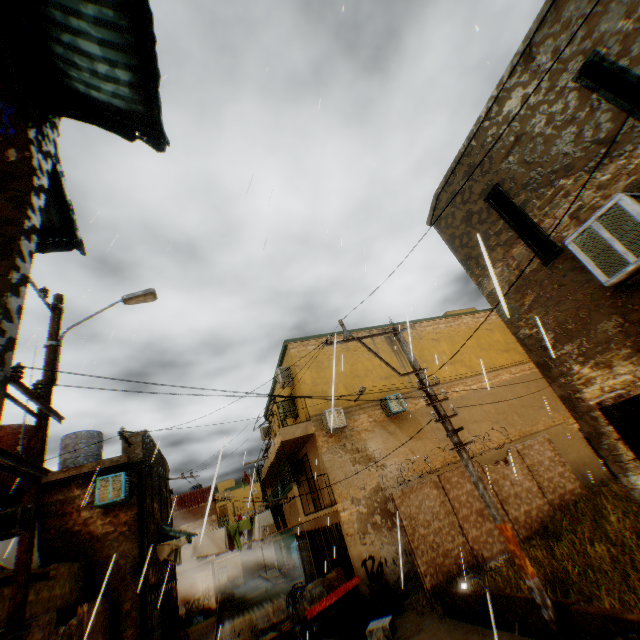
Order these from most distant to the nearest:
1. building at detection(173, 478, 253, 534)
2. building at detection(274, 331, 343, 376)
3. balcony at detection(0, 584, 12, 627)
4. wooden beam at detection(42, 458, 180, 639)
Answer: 1. building at detection(173, 478, 253, 534)
2. building at detection(274, 331, 343, 376)
3. wooden beam at detection(42, 458, 180, 639)
4. balcony at detection(0, 584, 12, 627)

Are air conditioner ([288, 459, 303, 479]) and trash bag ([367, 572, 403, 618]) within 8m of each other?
yes

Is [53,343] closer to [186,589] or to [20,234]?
[20,234]

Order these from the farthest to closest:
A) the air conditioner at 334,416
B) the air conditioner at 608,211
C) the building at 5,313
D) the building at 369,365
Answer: the building at 369,365 → the air conditioner at 334,416 → the air conditioner at 608,211 → the building at 5,313

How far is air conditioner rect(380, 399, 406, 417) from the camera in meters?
14.6

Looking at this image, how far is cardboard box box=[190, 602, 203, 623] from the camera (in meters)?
22.73

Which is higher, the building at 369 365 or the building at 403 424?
the building at 369 365

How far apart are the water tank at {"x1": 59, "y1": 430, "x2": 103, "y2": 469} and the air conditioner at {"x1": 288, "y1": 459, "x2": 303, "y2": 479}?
8.5 meters
